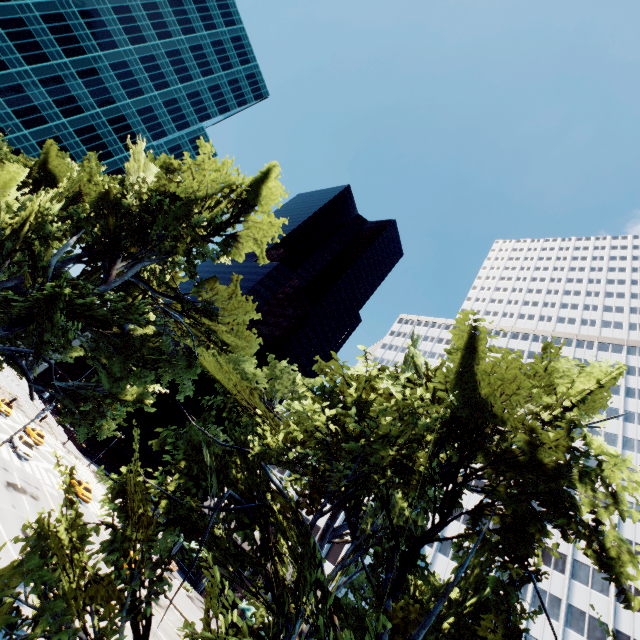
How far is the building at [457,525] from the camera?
50.72m

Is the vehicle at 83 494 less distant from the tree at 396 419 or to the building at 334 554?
the building at 334 554

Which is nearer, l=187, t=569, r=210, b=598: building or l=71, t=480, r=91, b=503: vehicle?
l=71, t=480, r=91, b=503: vehicle

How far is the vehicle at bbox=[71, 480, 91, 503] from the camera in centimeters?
3848cm

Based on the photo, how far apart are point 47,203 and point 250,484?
18.2 meters

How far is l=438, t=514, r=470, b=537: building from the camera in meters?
50.7

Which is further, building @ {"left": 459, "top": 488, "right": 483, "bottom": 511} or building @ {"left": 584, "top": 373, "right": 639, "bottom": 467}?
building @ {"left": 459, "top": 488, "right": 483, "bottom": 511}
